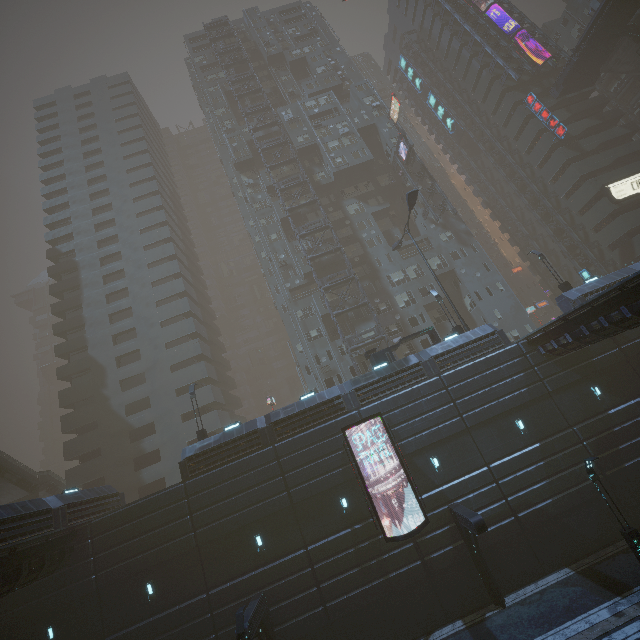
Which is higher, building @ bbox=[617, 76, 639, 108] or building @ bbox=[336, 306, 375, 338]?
building @ bbox=[617, 76, 639, 108]

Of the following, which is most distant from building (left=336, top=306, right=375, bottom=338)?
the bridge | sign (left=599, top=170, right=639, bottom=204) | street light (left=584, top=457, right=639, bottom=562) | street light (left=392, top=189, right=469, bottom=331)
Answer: street light (left=584, top=457, right=639, bottom=562)

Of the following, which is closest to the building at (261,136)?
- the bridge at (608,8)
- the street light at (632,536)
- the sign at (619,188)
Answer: the sign at (619,188)

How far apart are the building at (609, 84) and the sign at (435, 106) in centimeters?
2438cm

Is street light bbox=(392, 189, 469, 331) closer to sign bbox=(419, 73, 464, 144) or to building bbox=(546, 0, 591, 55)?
building bbox=(546, 0, 591, 55)

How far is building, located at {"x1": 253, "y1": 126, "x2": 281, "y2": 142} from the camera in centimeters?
5031cm

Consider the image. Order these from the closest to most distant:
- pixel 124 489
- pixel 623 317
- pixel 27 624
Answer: pixel 623 317, pixel 27 624, pixel 124 489
